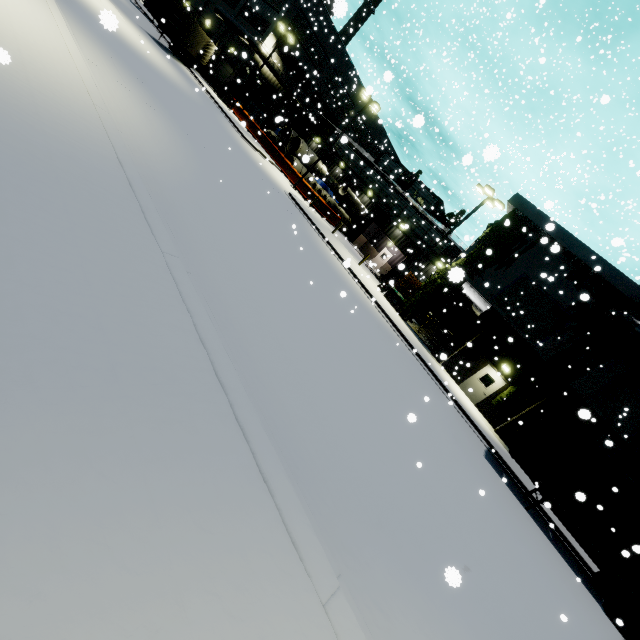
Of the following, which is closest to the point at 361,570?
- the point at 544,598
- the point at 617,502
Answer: the point at 544,598

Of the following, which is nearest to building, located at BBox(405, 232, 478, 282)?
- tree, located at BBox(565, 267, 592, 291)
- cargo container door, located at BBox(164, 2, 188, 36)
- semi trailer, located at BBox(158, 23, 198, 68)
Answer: tree, located at BBox(565, 267, 592, 291)

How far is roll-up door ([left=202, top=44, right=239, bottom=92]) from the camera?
38.34m

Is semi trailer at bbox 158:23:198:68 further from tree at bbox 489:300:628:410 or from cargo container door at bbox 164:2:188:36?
tree at bbox 489:300:628:410

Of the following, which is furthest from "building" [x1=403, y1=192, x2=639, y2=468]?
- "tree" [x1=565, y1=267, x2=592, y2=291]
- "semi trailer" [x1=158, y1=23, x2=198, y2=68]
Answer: "semi trailer" [x1=158, y1=23, x2=198, y2=68]

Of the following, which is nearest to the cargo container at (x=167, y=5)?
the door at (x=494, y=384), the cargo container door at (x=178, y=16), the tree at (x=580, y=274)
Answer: the cargo container door at (x=178, y=16)

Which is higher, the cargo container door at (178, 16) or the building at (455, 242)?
the building at (455, 242)

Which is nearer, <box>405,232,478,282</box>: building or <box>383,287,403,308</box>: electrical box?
<box>405,232,478,282</box>: building
